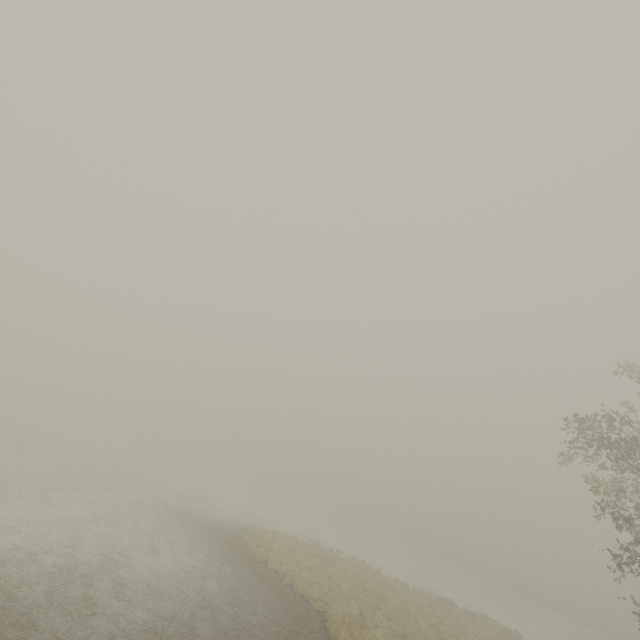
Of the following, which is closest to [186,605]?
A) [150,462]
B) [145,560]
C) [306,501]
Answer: [145,560]
